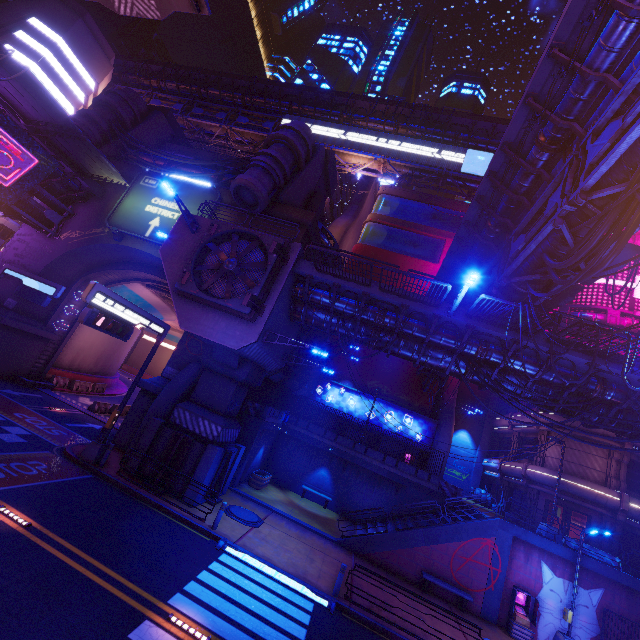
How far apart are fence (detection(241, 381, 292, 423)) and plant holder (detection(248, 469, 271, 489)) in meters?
3.4

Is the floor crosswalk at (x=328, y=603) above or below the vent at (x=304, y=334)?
below

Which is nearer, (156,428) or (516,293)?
(516,293)

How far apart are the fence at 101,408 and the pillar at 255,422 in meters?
13.2

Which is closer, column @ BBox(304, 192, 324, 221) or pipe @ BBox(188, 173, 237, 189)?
pipe @ BBox(188, 173, 237, 189)

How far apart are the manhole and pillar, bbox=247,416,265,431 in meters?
4.3 m

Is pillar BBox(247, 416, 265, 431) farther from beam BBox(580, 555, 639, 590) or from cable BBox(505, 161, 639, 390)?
cable BBox(505, 161, 639, 390)

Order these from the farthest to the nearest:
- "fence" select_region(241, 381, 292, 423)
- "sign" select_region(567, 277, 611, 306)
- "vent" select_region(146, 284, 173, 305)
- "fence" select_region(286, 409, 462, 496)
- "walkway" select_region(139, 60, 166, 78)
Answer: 1. "walkway" select_region(139, 60, 166, 78)
2. "vent" select_region(146, 284, 173, 305)
3. "sign" select_region(567, 277, 611, 306)
4. "fence" select_region(286, 409, 462, 496)
5. "fence" select_region(241, 381, 292, 423)
